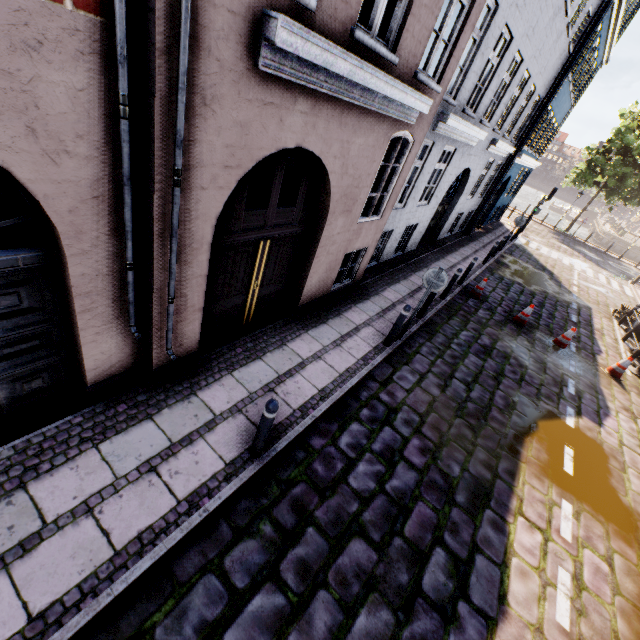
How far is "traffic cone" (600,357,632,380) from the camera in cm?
968

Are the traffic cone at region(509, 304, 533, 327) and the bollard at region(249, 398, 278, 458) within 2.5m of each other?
no

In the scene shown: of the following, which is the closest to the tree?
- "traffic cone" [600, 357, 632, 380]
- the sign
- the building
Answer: the building

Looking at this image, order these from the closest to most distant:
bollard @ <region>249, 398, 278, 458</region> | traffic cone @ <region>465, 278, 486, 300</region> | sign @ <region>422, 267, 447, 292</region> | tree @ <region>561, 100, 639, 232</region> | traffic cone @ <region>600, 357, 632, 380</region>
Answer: bollard @ <region>249, 398, 278, 458</region> < sign @ <region>422, 267, 447, 292</region> < traffic cone @ <region>600, 357, 632, 380</region> < traffic cone @ <region>465, 278, 486, 300</region> < tree @ <region>561, 100, 639, 232</region>

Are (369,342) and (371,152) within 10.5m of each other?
yes

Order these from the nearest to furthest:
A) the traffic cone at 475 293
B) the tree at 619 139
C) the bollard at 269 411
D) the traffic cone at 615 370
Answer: the bollard at 269 411
the traffic cone at 615 370
the traffic cone at 475 293
the tree at 619 139

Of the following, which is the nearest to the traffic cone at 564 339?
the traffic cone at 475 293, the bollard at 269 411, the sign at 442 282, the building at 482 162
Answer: the traffic cone at 475 293

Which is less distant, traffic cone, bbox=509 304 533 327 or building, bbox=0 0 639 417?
building, bbox=0 0 639 417
